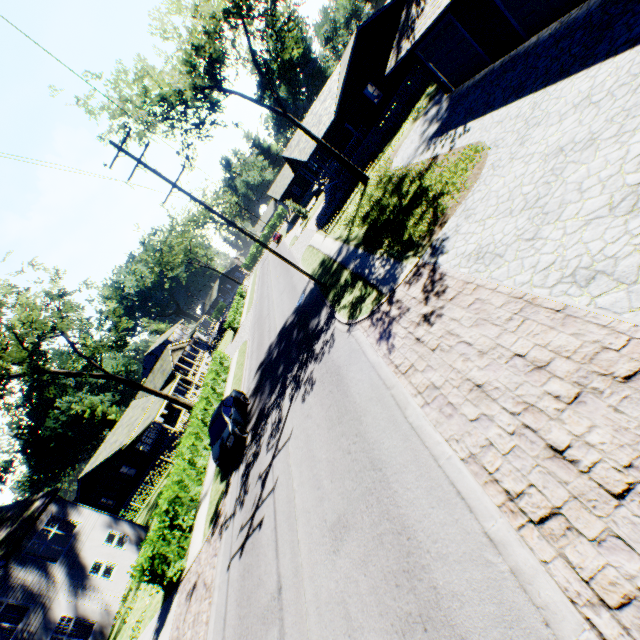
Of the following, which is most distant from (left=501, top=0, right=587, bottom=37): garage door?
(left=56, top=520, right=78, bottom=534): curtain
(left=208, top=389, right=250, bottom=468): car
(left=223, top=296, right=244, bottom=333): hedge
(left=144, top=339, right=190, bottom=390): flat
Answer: (left=144, top=339, right=190, bottom=390): flat

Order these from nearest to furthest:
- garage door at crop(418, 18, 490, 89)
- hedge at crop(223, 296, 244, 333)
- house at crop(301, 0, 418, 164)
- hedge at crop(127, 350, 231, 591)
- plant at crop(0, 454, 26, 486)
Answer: hedge at crop(127, 350, 231, 591) → garage door at crop(418, 18, 490, 89) → house at crop(301, 0, 418, 164) → hedge at crop(223, 296, 244, 333) → plant at crop(0, 454, 26, 486)

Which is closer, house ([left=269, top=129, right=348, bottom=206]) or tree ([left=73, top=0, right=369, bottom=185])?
A: tree ([left=73, top=0, right=369, bottom=185])

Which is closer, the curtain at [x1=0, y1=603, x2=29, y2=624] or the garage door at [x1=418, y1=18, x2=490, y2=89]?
the garage door at [x1=418, y1=18, x2=490, y2=89]

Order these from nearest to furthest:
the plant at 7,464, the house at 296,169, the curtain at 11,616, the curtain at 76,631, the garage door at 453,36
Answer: the garage door at 453,36, the curtain at 11,616, the curtain at 76,631, the house at 296,169, the plant at 7,464

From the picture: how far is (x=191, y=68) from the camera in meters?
19.7 m

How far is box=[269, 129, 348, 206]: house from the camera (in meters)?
29.97

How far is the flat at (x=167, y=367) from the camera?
43.84m
